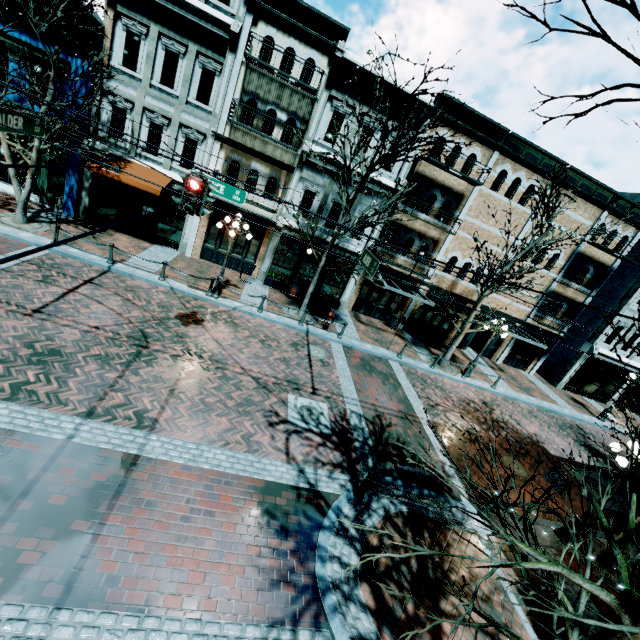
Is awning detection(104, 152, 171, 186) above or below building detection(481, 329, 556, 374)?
above

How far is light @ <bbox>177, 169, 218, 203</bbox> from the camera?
7.5 meters

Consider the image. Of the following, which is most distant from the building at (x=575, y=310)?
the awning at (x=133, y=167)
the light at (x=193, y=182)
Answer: the light at (x=193, y=182)

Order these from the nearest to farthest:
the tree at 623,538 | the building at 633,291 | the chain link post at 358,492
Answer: the tree at 623,538 < the chain link post at 358,492 < the building at 633,291

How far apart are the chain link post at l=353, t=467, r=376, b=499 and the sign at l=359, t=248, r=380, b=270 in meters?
4.6

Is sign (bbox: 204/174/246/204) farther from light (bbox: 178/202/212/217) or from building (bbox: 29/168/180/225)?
building (bbox: 29/168/180/225)

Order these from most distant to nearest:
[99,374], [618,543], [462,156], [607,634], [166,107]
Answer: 1. [462,156]
2. [166,107]
3. [618,543]
4. [99,374]
5. [607,634]

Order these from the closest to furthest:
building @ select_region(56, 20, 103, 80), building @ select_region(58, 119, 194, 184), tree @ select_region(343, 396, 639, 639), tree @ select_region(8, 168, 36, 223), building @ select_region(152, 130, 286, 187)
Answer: tree @ select_region(343, 396, 639, 639) < tree @ select_region(8, 168, 36, 223) < building @ select_region(56, 20, 103, 80) < building @ select_region(58, 119, 194, 184) < building @ select_region(152, 130, 286, 187)
